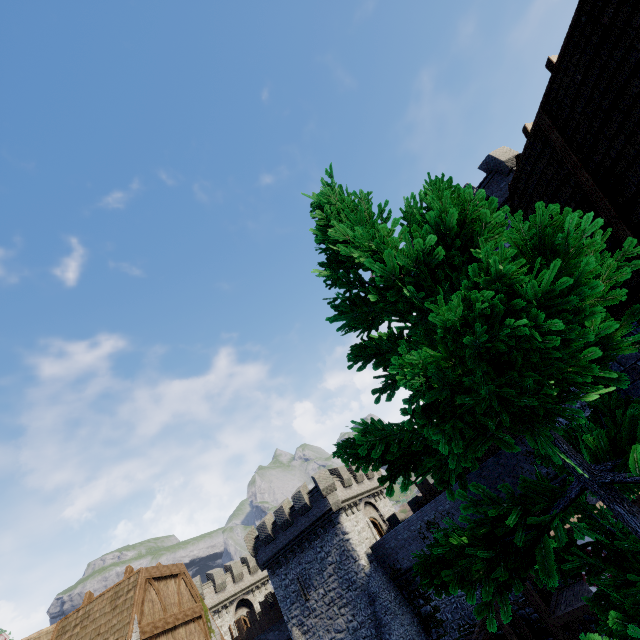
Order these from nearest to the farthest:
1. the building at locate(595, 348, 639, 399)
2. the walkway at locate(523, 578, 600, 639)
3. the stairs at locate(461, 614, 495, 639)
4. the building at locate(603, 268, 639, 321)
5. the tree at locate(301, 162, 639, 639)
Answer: the tree at locate(301, 162, 639, 639), the building at locate(603, 268, 639, 321), the building at locate(595, 348, 639, 399), the walkway at locate(523, 578, 600, 639), the stairs at locate(461, 614, 495, 639)

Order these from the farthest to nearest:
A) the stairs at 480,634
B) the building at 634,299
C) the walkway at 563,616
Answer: the stairs at 480,634, the walkway at 563,616, the building at 634,299

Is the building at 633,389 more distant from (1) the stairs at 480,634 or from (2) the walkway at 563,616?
(1) the stairs at 480,634

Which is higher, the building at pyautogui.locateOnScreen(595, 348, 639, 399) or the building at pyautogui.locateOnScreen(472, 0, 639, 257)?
the building at pyautogui.locateOnScreen(472, 0, 639, 257)

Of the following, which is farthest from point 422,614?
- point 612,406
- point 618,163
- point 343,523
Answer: point 618,163

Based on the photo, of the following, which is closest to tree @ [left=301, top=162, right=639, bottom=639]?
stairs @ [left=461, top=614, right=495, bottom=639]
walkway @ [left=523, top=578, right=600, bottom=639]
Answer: walkway @ [left=523, top=578, right=600, bottom=639]

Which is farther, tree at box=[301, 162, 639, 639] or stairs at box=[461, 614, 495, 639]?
stairs at box=[461, 614, 495, 639]
